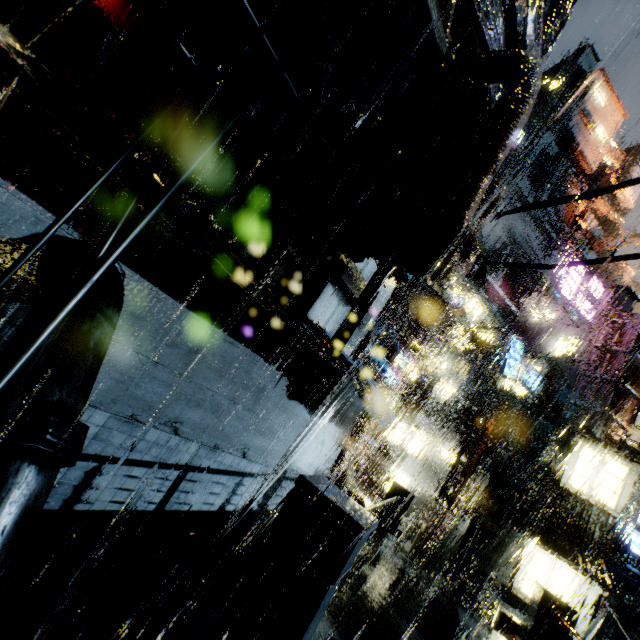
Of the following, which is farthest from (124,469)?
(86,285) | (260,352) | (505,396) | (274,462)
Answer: (505,396)

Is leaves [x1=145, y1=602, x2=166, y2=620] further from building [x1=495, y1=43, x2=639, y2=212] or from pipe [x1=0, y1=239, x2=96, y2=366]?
pipe [x1=0, y1=239, x2=96, y2=366]

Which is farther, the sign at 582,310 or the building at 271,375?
the sign at 582,310

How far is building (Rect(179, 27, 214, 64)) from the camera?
5.4 meters

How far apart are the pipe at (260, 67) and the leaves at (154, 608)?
8.18m

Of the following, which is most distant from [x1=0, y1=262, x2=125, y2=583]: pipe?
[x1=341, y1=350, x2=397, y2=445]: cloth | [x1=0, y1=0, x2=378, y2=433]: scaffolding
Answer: [x1=341, y1=350, x2=397, y2=445]: cloth

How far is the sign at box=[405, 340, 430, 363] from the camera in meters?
27.2 m

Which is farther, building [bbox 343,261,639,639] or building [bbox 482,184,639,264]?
building [bbox 482,184,639,264]
